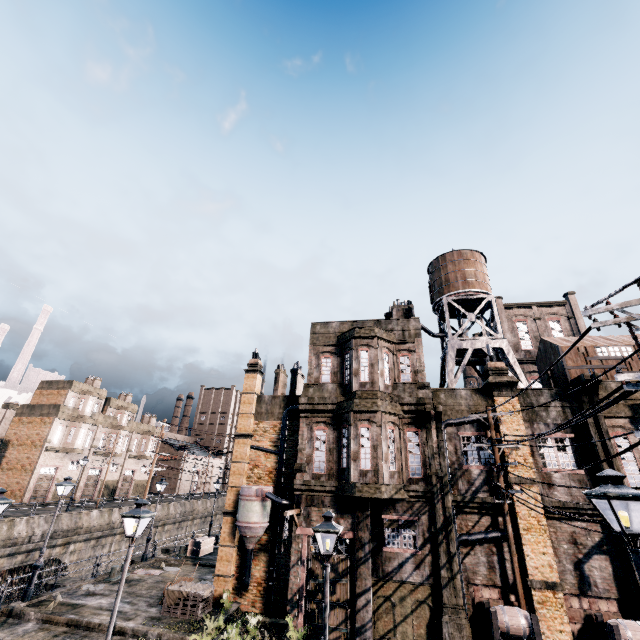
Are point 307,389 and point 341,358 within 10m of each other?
yes

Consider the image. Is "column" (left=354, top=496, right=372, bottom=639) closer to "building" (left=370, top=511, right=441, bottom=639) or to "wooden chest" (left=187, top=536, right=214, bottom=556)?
"building" (left=370, top=511, right=441, bottom=639)

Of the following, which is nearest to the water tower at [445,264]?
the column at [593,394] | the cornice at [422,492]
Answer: the column at [593,394]

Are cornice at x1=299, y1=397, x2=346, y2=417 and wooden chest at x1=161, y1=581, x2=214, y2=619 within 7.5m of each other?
no

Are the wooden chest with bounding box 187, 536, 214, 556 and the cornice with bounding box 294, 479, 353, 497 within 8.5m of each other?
no

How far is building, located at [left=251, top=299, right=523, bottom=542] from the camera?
16.52m

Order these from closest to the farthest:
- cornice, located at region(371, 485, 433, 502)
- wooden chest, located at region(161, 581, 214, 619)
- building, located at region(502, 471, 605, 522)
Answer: building, located at region(502, 471, 605, 522) → cornice, located at region(371, 485, 433, 502) → wooden chest, located at region(161, 581, 214, 619)

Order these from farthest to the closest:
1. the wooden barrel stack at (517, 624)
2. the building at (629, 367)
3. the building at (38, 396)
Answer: the building at (38, 396) < the building at (629, 367) < the wooden barrel stack at (517, 624)
